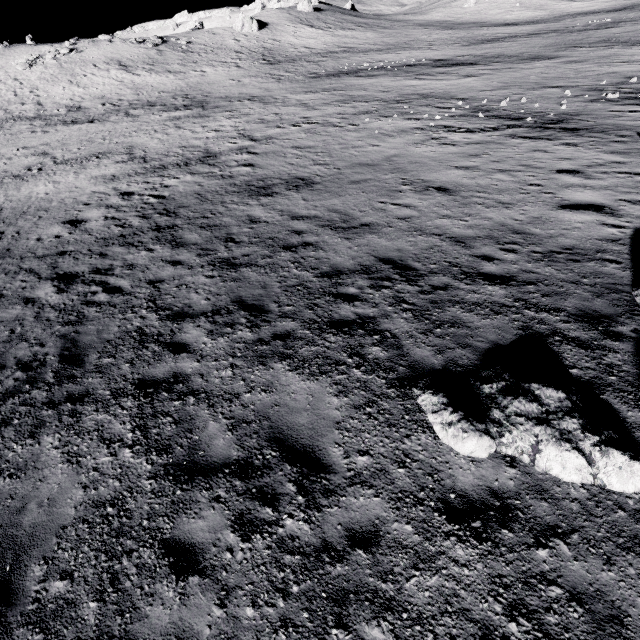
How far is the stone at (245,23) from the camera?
52.50m

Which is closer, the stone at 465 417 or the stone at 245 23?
the stone at 465 417

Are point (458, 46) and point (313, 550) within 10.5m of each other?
no

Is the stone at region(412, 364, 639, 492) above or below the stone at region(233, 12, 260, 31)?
below

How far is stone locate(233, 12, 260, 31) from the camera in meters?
52.5

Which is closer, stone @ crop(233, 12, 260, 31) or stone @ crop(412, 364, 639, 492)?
stone @ crop(412, 364, 639, 492)
